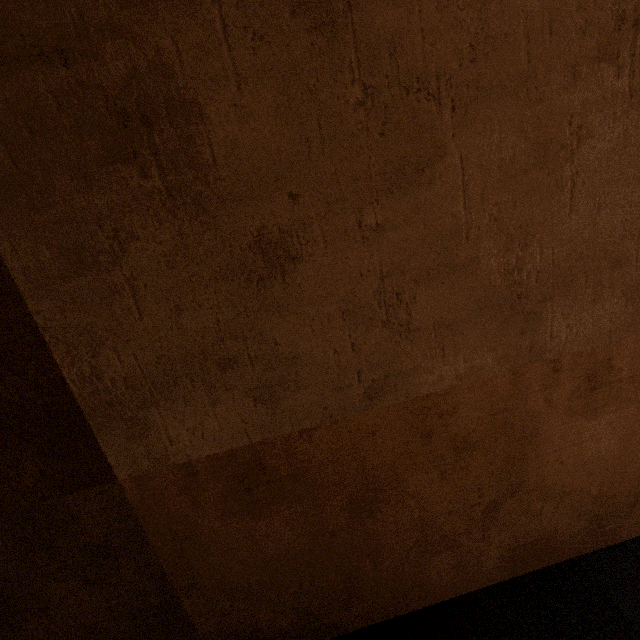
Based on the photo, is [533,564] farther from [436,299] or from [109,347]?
[109,347]
